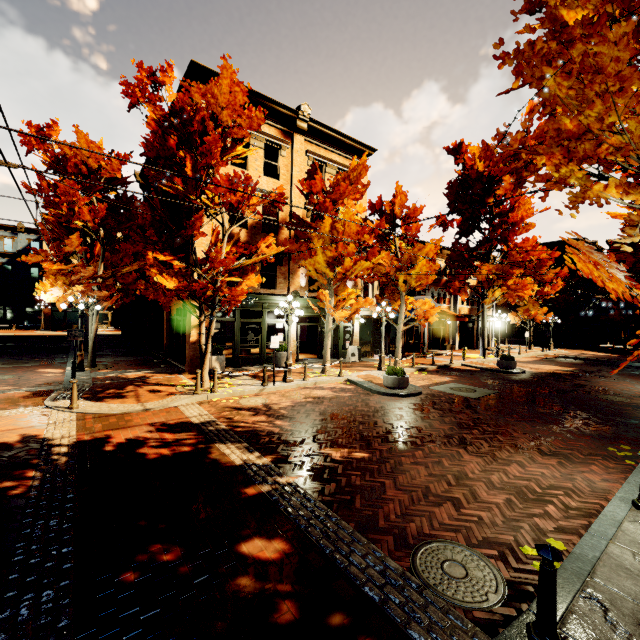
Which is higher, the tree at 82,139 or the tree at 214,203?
the tree at 82,139

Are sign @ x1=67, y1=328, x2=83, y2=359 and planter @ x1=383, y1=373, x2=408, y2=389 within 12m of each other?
no

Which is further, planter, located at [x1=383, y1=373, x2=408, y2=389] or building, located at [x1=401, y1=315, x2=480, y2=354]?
building, located at [x1=401, y1=315, x2=480, y2=354]

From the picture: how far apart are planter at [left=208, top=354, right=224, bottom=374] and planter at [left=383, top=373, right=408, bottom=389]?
7.3m

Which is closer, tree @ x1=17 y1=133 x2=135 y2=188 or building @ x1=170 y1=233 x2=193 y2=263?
tree @ x1=17 y1=133 x2=135 y2=188

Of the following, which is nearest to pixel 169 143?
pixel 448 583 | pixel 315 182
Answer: pixel 315 182

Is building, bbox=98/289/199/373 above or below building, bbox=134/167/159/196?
below

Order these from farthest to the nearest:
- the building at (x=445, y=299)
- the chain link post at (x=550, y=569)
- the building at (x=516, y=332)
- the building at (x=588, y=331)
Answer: the building at (x=516, y=332)
the building at (x=588, y=331)
the building at (x=445, y=299)
the chain link post at (x=550, y=569)
